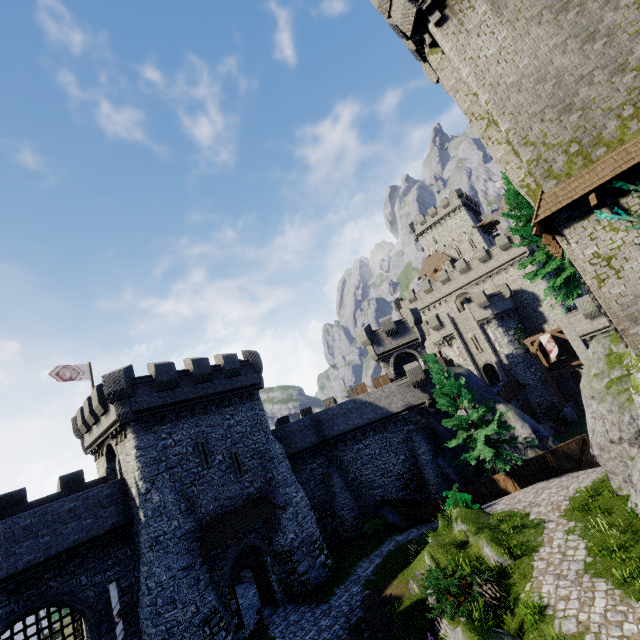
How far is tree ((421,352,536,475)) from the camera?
21.1m

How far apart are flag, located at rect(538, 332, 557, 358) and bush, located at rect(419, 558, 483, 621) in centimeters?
3212cm

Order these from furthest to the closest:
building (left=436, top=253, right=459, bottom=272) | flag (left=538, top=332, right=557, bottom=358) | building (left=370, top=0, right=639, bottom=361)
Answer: building (left=436, top=253, right=459, bottom=272)
flag (left=538, top=332, right=557, bottom=358)
building (left=370, top=0, right=639, bottom=361)

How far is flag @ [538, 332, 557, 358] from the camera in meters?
35.9

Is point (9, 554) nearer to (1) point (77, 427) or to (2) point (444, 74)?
(1) point (77, 427)

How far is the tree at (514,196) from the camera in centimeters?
1991cm

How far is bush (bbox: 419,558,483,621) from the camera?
10.6 meters

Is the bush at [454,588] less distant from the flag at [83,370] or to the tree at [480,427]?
the tree at [480,427]
